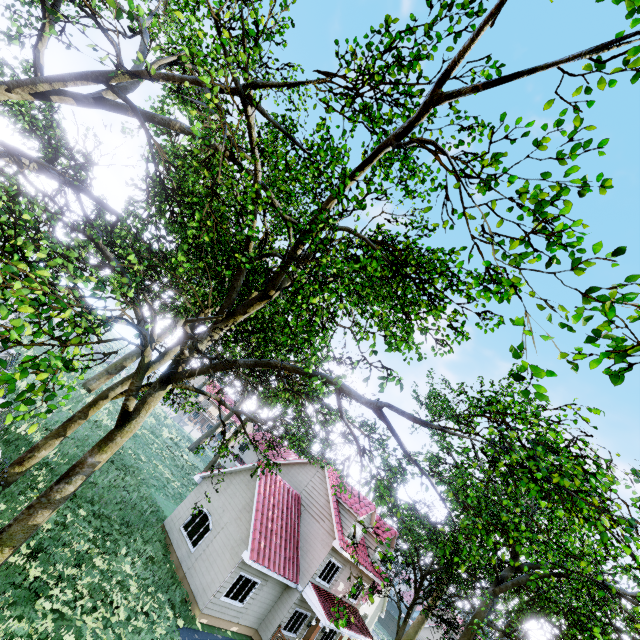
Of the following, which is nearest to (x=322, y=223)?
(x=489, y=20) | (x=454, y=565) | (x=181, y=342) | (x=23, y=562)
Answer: (x=489, y=20)

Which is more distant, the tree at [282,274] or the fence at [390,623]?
the fence at [390,623]

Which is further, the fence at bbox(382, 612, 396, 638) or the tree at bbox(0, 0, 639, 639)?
the fence at bbox(382, 612, 396, 638)

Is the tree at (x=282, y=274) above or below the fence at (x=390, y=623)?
above

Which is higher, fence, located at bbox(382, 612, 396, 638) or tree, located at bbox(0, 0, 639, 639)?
tree, located at bbox(0, 0, 639, 639)
